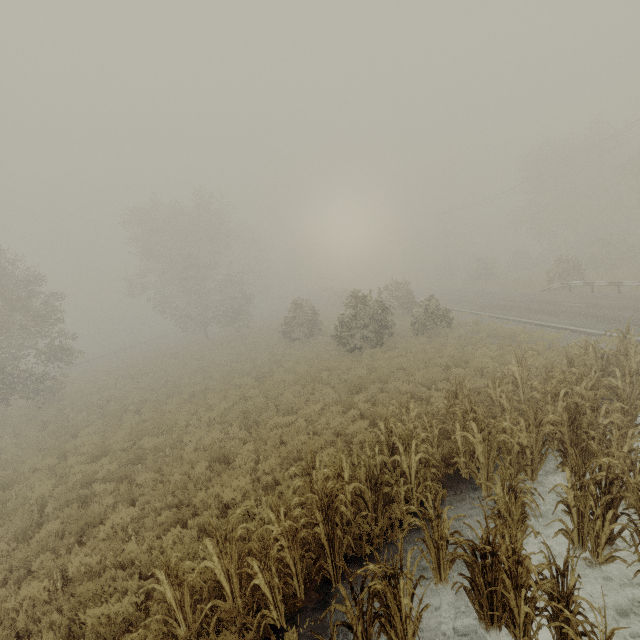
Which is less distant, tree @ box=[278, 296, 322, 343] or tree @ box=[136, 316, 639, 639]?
tree @ box=[136, 316, 639, 639]

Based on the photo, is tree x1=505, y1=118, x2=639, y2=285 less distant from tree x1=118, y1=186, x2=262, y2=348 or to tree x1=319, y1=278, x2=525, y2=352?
tree x1=319, y1=278, x2=525, y2=352

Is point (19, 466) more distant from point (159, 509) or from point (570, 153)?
point (570, 153)

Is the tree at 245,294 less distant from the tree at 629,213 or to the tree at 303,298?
the tree at 303,298

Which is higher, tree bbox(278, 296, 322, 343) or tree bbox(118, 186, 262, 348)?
tree bbox(118, 186, 262, 348)

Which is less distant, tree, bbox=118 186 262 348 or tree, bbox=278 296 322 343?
tree, bbox=278 296 322 343

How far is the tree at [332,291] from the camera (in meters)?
18.78
